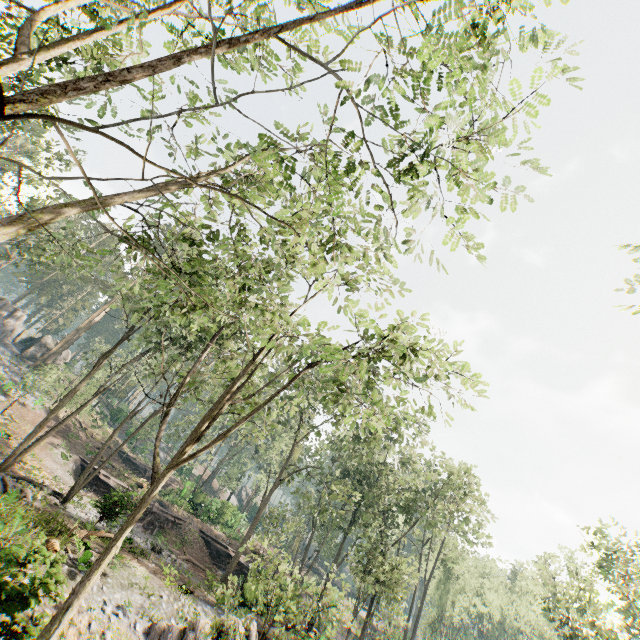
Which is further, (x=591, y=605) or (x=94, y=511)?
(x=94, y=511)

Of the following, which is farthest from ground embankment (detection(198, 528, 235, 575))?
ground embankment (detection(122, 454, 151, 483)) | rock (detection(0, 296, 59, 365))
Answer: rock (detection(0, 296, 59, 365))

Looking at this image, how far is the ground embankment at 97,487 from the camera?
15.59m

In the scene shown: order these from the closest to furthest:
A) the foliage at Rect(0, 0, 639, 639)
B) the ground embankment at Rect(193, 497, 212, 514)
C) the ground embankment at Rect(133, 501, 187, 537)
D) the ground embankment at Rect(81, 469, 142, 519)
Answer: the foliage at Rect(0, 0, 639, 639) < the ground embankment at Rect(81, 469, 142, 519) < the ground embankment at Rect(133, 501, 187, 537) < the ground embankment at Rect(193, 497, 212, 514)

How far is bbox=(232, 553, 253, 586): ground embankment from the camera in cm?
2470

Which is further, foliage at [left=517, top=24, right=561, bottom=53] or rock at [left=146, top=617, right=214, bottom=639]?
rock at [left=146, top=617, right=214, bottom=639]

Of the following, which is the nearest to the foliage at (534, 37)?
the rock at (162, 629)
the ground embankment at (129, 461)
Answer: the rock at (162, 629)
